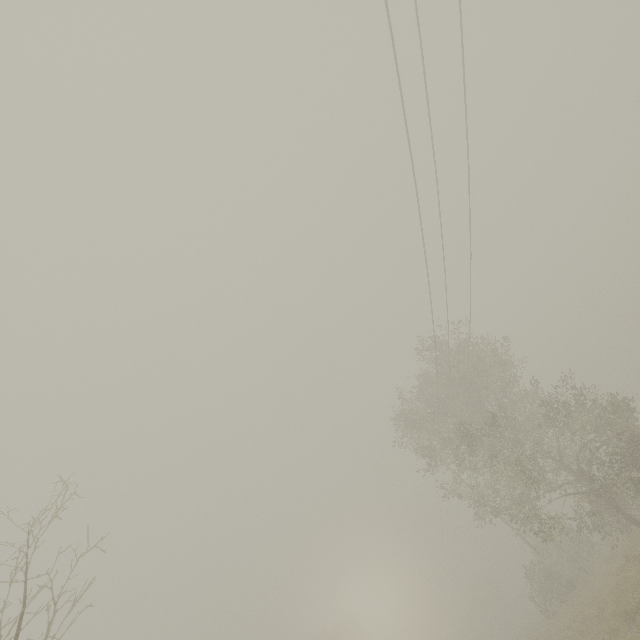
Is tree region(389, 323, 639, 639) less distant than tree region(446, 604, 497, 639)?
Yes

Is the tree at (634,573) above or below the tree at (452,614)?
below

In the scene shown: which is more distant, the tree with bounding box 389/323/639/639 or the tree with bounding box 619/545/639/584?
the tree with bounding box 389/323/639/639

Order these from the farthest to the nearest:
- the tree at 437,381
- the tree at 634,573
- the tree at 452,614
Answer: the tree at 452,614 → the tree at 437,381 → the tree at 634,573

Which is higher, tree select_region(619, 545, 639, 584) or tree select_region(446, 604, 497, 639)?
tree select_region(446, 604, 497, 639)

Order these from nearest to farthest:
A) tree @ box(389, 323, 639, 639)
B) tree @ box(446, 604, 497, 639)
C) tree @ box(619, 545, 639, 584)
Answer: tree @ box(619, 545, 639, 584) → tree @ box(389, 323, 639, 639) → tree @ box(446, 604, 497, 639)

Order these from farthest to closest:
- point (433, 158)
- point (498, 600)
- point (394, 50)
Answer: point (498, 600), point (433, 158), point (394, 50)
